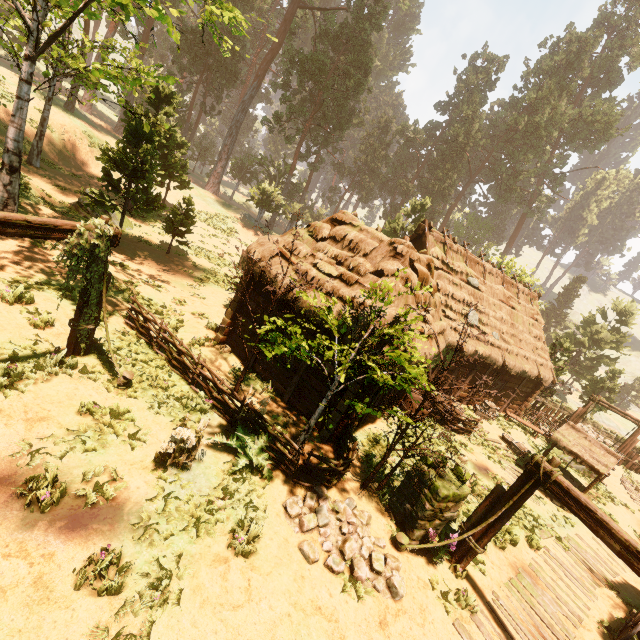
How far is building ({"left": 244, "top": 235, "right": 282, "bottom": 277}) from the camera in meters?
10.6 m

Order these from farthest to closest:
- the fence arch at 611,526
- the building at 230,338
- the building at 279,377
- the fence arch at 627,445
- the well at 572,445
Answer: the fence arch at 627,445
the well at 572,445
the building at 230,338
the building at 279,377
the fence arch at 611,526

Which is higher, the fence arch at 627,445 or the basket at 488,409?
the fence arch at 627,445

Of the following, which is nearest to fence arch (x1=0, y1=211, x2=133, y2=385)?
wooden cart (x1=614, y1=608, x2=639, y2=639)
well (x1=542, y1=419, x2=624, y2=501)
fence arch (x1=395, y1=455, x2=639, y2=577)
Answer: fence arch (x1=395, y1=455, x2=639, y2=577)

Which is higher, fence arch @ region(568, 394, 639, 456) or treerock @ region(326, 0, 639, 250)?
treerock @ region(326, 0, 639, 250)

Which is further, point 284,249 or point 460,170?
point 460,170

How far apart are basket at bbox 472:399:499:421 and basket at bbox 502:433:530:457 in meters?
1.2

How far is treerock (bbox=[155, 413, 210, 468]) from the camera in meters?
6.5 m
